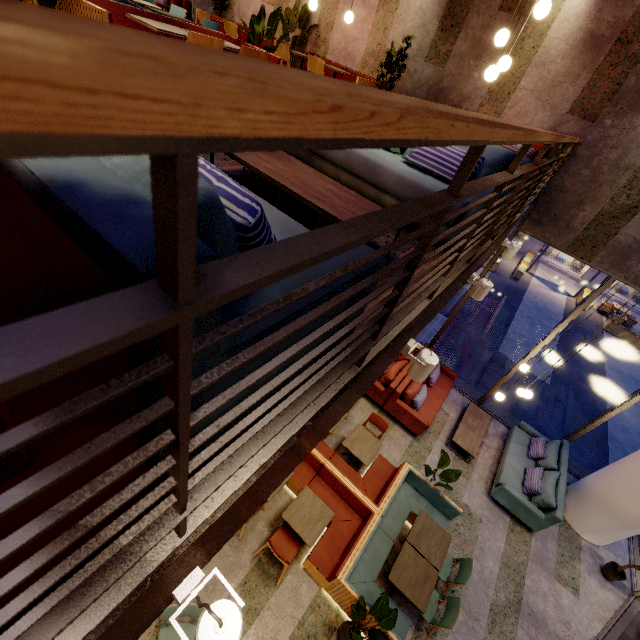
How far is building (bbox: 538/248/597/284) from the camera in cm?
2011

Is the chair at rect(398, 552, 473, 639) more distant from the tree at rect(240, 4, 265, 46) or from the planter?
the planter

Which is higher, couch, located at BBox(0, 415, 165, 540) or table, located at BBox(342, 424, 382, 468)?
couch, located at BBox(0, 415, 165, 540)

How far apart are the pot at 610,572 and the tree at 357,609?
5.40m

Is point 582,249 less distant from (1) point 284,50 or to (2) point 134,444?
(1) point 284,50

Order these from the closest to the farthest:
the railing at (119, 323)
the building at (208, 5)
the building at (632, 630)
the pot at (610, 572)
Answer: the railing at (119, 323)
the building at (632, 630)
the pot at (610, 572)
the building at (208, 5)

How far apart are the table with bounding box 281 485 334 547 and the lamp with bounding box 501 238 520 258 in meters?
5.2

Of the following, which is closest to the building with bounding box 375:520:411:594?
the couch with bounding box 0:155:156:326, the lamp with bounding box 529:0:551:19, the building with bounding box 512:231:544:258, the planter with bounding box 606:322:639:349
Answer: the couch with bounding box 0:155:156:326
